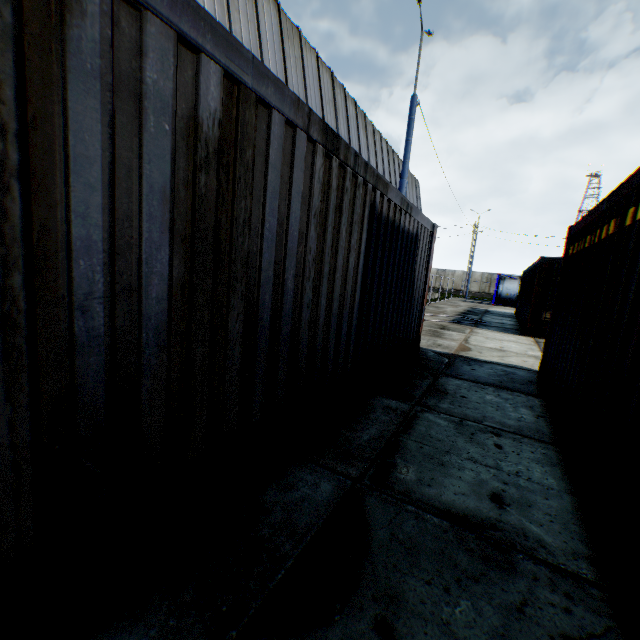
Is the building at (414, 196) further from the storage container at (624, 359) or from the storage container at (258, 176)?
the storage container at (624, 359)

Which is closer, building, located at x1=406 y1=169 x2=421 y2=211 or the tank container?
building, located at x1=406 y1=169 x2=421 y2=211

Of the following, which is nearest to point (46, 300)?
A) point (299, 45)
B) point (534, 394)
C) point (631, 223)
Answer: point (631, 223)

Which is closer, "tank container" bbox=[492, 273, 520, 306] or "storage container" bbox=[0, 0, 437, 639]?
"storage container" bbox=[0, 0, 437, 639]

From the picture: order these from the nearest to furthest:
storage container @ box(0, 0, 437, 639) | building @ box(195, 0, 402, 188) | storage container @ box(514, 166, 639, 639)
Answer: storage container @ box(0, 0, 437, 639)
storage container @ box(514, 166, 639, 639)
building @ box(195, 0, 402, 188)

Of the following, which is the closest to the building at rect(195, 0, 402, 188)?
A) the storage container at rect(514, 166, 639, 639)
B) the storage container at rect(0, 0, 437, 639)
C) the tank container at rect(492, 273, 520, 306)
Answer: the storage container at rect(0, 0, 437, 639)

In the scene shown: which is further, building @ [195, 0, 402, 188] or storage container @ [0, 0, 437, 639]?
building @ [195, 0, 402, 188]

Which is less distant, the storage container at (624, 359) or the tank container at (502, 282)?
the storage container at (624, 359)
